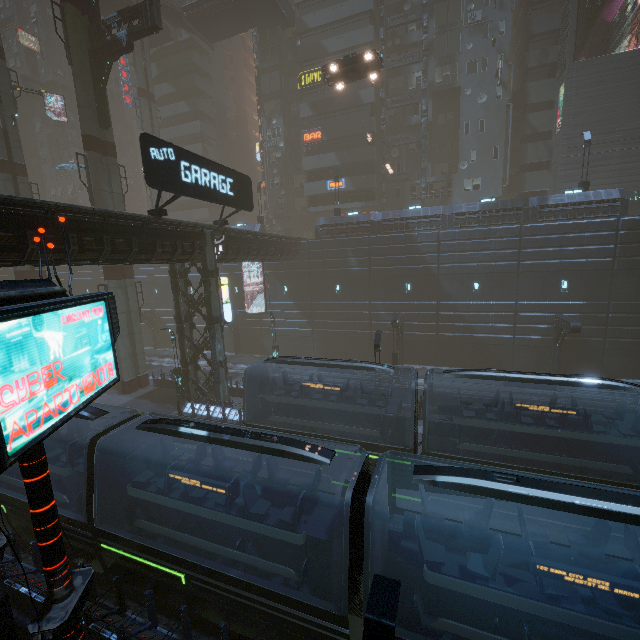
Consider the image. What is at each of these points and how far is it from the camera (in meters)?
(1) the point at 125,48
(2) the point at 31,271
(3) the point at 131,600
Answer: (1) building structure, 21.08
(2) sm, 28.27
(3) train rail, 10.43

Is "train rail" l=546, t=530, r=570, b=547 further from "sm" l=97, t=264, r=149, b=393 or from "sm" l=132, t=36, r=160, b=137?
"sm" l=132, t=36, r=160, b=137

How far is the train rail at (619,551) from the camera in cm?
1137

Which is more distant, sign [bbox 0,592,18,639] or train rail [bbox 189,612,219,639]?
train rail [bbox 189,612,219,639]

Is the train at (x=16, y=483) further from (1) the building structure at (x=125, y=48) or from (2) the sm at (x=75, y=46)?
(1) the building structure at (x=125, y=48)

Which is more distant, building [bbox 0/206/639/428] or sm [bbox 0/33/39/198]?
sm [bbox 0/33/39/198]

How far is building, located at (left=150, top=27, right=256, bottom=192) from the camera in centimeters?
4591cm

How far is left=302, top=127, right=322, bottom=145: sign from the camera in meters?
38.3 m
